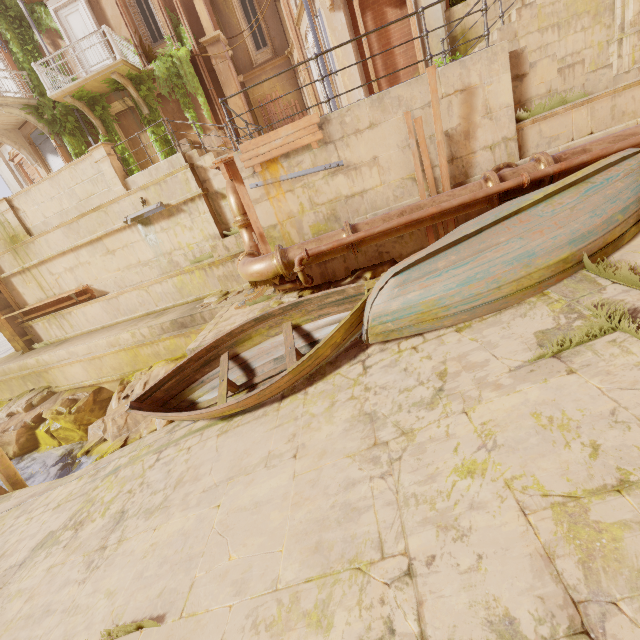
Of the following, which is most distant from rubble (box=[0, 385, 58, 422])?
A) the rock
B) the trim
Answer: the trim

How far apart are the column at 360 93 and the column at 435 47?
1.3m

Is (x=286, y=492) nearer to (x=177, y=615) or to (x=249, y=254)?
(x=177, y=615)

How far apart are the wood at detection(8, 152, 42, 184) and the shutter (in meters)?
0.76

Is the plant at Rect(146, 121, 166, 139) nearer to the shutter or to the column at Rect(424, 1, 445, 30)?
the column at Rect(424, 1, 445, 30)

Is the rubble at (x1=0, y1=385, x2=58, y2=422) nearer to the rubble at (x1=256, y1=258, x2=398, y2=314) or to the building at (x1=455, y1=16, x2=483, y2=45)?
the rubble at (x1=256, y1=258, x2=398, y2=314)

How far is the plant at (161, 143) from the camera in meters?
Answer: 14.8 m

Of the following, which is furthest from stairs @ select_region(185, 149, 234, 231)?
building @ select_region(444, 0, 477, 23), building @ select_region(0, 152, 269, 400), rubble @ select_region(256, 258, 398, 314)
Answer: building @ select_region(444, 0, 477, 23)
